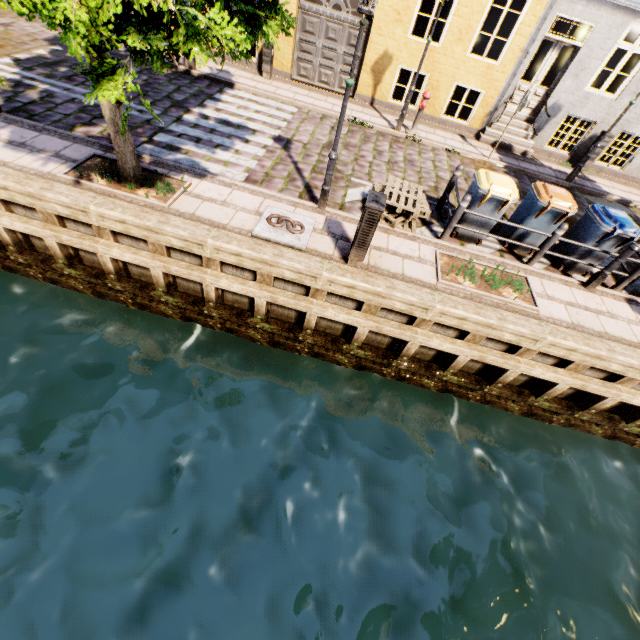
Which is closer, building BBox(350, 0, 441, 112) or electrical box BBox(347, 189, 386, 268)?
electrical box BBox(347, 189, 386, 268)

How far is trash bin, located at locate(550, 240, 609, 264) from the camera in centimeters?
678cm

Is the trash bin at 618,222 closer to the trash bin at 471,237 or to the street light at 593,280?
the street light at 593,280

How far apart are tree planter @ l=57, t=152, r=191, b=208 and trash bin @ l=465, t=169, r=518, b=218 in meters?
5.6

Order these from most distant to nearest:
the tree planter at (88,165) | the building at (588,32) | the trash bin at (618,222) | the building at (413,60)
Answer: the building at (413,60), the building at (588,32), the trash bin at (618,222), the tree planter at (88,165)

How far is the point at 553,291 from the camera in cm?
655

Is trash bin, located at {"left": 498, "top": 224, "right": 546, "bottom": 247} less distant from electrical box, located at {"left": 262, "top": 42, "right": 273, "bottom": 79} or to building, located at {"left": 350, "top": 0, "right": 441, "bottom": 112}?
building, located at {"left": 350, "top": 0, "right": 441, "bottom": 112}

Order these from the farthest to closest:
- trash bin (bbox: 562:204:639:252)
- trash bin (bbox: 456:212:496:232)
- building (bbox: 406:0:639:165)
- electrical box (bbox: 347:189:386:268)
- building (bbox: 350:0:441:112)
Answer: →
1. building (bbox: 350:0:441:112)
2. building (bbox: 406:0:639:165)
3. trash bin (bbox: 456:212:496:232)
4. trash bin (bbox: 562:204:639:252)
5. electrical box (bbox: 347:189:386:268)
